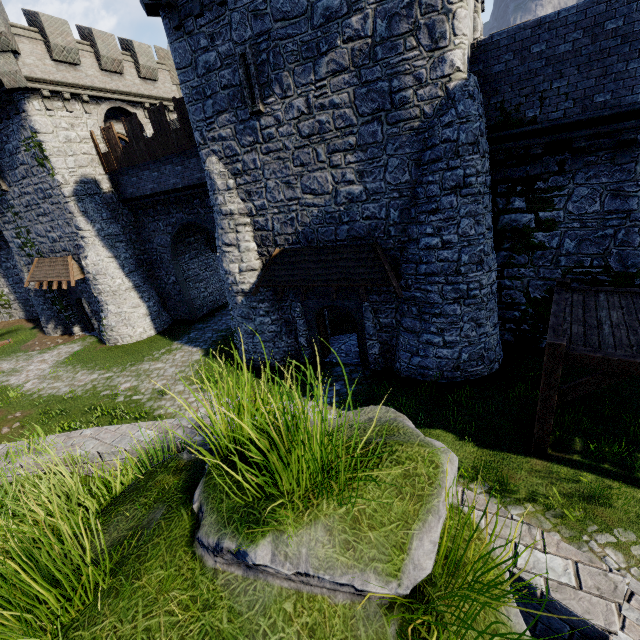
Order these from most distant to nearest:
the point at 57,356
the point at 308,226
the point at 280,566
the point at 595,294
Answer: the point at 57,356 < the point at 308,226 < the point at 595,294 < the point at 280,566

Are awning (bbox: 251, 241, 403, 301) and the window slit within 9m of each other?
yes

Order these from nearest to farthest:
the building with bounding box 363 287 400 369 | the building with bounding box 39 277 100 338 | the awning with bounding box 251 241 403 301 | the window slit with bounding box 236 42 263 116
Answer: the window slit with bounding box 236 42 263 116, the awning with bounding box 251 241 403 301, the building with bounding box 363 287 400 369, the building with bounding box 39 277 100 338

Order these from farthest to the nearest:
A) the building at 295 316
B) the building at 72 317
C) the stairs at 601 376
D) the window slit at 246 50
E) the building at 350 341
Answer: the building at 72 317, the building at 350 341, the building at 295 316, the window slit at 246 50, the stairs at 601 376

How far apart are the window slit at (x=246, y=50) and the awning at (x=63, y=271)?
15.41m

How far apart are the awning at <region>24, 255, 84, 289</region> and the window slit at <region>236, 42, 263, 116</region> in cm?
1541

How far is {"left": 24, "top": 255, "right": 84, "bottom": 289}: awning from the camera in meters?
19.7

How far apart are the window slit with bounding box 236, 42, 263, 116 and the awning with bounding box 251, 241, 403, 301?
4.5 meters
